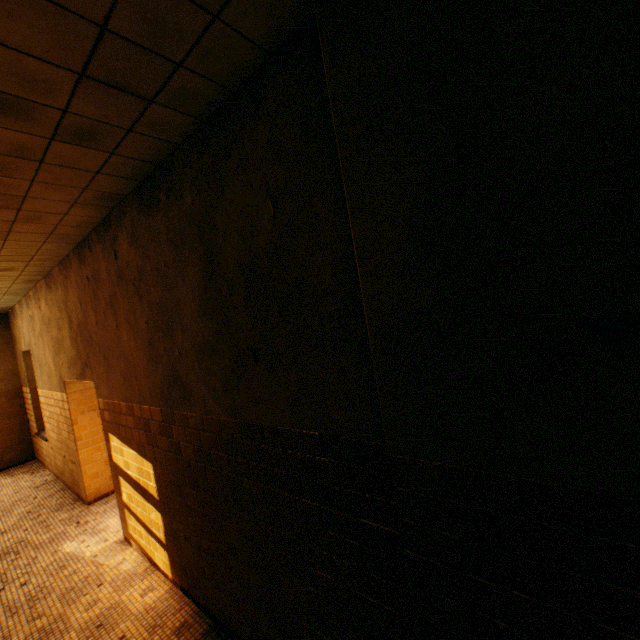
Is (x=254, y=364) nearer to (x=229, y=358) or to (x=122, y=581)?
(x=229, y=358)
